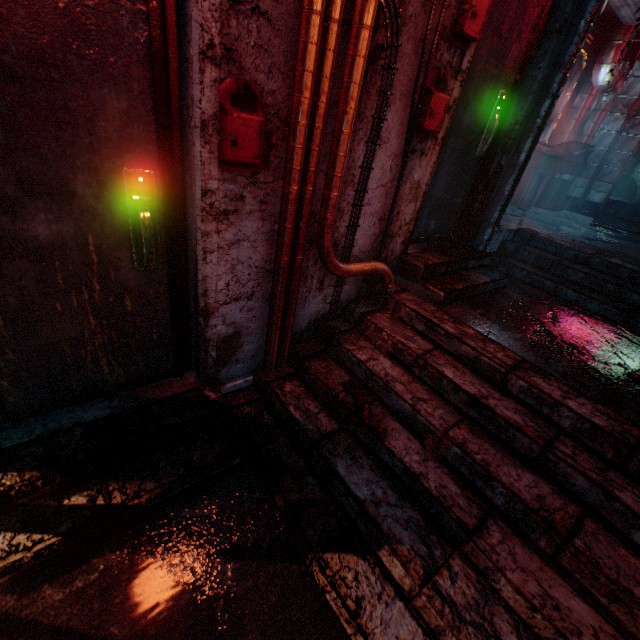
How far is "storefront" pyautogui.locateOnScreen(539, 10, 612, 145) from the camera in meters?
5.5 m

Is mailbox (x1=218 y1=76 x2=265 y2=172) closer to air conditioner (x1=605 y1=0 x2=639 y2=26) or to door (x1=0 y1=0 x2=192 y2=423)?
door (x1=0 y1=0 x2=192 y2=423)

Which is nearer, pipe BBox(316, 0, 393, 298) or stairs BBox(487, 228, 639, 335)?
pipe BBox(316, 0, 393, 298)

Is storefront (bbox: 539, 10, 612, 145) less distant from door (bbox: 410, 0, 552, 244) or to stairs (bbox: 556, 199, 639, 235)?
stairs (bbox: 556, 199, 639, 235)

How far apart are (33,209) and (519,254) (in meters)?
4.20

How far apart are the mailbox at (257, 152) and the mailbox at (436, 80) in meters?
1.1

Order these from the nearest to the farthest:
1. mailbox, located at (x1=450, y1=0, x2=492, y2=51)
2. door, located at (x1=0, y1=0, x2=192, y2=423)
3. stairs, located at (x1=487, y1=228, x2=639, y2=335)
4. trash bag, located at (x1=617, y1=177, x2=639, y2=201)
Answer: door, located at (x1=0, y1=0, x2=192, y2=423), mailbox, located at (x1=450, y1=0, x2=492, y2=51), stairs, located at (x1=487, y1=228, x2=639, y2=335), trash bag, located at (x1=617, y1=177, x2=639, y2=201)

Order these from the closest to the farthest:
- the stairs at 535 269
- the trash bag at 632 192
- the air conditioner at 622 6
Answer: the stairs at 535 269, the air conditioner at 622 6, the trash bag at 632 192
